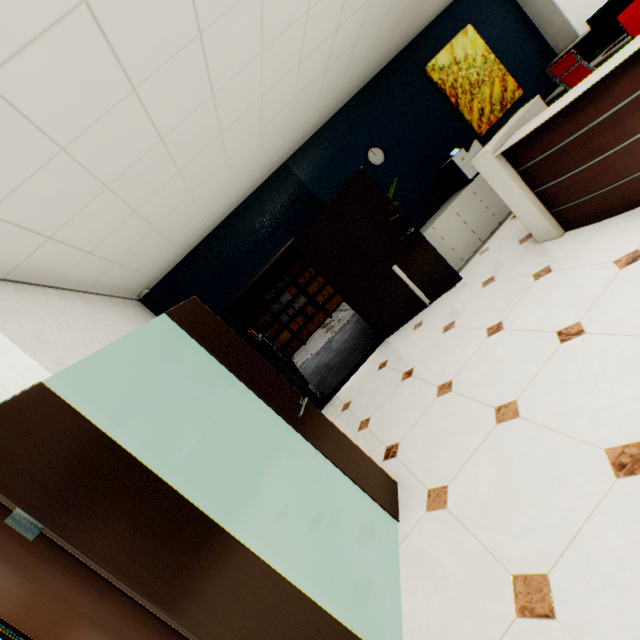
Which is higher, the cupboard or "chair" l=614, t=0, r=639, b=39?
"chair" l=614, t=0, r=639, b=39

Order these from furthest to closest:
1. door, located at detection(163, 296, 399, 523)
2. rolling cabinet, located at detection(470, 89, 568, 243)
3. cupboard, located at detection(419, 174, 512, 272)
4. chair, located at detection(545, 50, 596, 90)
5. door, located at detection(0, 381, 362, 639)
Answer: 1. cupboard, located at detection(419, 174, 512, 272)
2. chair, located at detection(545, 50, 596, 90)
3. rolling cabinet, located at detection(470, 89, 568, 243)
4. door, located at detection(163, 296, 399, 523)
5. door, located at detection(0, 381, 362, 639)

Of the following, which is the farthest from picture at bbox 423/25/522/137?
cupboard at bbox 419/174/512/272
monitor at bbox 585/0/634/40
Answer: monitor at bbox 585/0/634/40

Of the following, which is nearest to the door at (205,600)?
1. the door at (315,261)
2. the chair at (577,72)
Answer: the door at (315,261)

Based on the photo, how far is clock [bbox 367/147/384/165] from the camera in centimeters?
502cm

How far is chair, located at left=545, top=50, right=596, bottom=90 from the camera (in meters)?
4.16

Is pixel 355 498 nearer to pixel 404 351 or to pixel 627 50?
pixel 404 351

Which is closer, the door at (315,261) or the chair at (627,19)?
the chair at (627,19)
